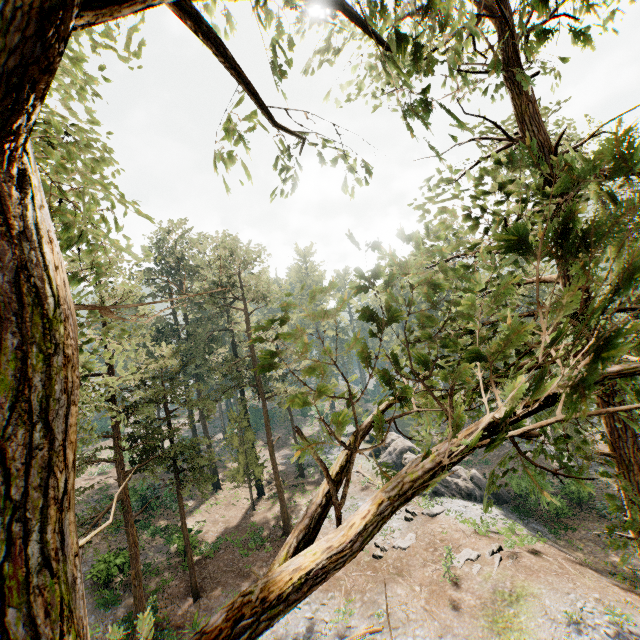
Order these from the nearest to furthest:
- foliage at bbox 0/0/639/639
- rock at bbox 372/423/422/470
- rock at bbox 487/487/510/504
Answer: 1. foliage at bbox 0/0/639/639
2. rock at bbox 487/487/510/504
3. rock at bbox 372/423/422/470

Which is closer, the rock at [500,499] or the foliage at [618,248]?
the foliage at [618,248]

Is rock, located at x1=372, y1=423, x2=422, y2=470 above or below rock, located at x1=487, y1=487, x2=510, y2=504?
above

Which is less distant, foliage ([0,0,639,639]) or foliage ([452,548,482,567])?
foliage ([0,0,639,639])

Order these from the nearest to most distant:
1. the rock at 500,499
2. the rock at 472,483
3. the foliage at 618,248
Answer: the foliage at 618,248 → the rock at 472,483 → the rock at 500,499

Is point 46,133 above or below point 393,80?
above

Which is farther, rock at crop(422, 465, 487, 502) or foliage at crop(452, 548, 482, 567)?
rock at crop(422, 465, 487, 502)
